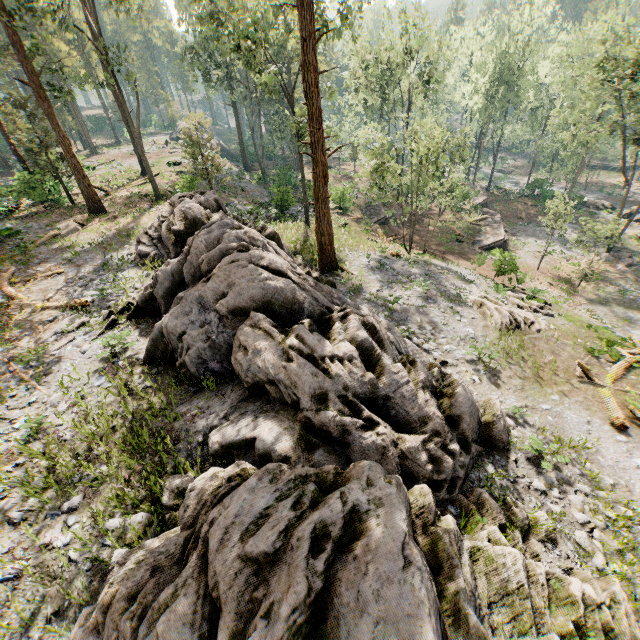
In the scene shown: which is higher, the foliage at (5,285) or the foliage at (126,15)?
the foliage at (126,15)

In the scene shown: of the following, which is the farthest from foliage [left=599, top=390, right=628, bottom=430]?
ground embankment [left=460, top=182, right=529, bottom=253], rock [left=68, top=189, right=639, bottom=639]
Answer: ground embankment [left=460, top=182, right=529, bottom=253]

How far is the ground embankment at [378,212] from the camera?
34.0m

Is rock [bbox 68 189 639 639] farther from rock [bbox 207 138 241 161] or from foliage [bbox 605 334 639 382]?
rock [bbox 207 138 241 161]

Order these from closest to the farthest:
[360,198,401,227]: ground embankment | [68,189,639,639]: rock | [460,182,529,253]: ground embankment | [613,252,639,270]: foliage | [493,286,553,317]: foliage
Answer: [68,189,639,639]: rock
[493,286,553,317]: foliage
[613,252,639,270]: foliage
[460,182,529,253]: ground embankment
[360,198,401,227]: ground embankment

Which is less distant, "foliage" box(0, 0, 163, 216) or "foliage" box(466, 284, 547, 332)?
"foliage" box(466, 284, 547, 332)

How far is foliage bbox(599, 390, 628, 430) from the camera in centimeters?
1156cm

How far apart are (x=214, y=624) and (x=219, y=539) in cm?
83
